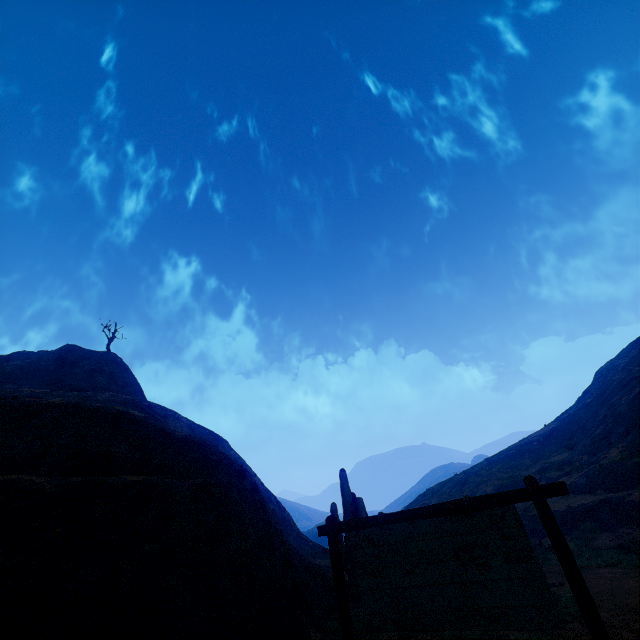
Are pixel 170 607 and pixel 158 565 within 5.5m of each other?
yes

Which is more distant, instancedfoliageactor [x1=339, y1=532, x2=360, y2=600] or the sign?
instancedfoliageactor [x1=339, y1=532, x2=360, y2=600]

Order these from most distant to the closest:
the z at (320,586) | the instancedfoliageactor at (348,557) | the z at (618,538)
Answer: the instancedfoliageactor at (348,557)
the z at (618,538)
the z at (320,586)

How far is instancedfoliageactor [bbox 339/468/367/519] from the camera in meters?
11.9 m

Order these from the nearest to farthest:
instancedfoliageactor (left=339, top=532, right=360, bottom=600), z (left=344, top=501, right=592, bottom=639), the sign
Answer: the sign
z (left=344, top=501, right=592, bottom=639)
instancedfoliageactor (left=339, top=532, right=360, bottom=600)

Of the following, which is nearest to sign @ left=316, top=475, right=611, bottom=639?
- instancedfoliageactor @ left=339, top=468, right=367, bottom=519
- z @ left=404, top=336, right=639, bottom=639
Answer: z @ left=404, top=336, right=639, bottom=639

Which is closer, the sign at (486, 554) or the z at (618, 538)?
the sign at (486, 554)
